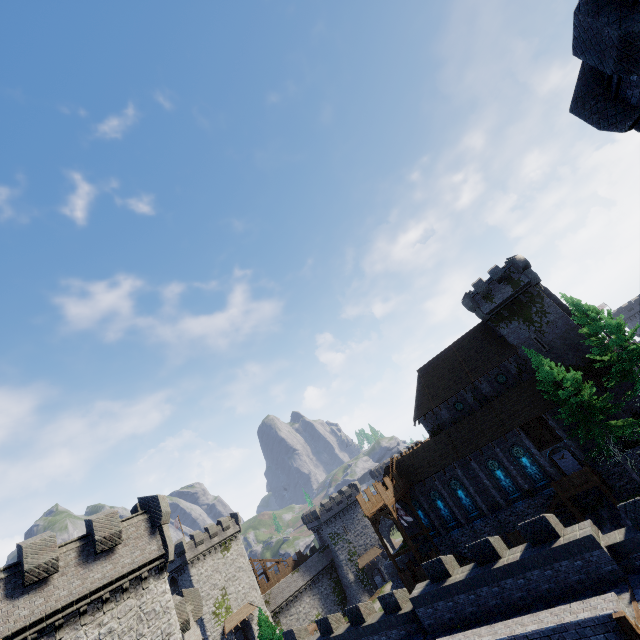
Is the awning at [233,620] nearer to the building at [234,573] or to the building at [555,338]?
the building at [234,573]

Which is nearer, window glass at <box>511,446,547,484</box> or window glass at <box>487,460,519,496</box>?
window glass at <box>511,446,547,484</box>

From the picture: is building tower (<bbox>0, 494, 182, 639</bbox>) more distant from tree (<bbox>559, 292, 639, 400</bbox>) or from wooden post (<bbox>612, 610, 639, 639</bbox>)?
tree (<bbox>559, 292, 639, 400</bbox>)

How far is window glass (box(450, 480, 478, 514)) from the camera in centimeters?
3529cm

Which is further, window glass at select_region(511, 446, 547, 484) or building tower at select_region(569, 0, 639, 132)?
window glass at select_region(511, 446, 547, 484)

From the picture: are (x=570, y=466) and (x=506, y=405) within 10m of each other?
yes

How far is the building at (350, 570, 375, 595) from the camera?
58.8m

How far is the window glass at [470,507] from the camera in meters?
35.3
